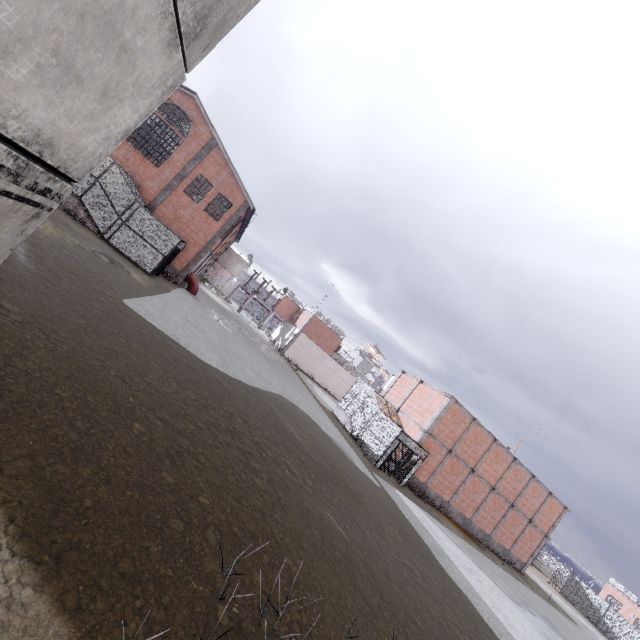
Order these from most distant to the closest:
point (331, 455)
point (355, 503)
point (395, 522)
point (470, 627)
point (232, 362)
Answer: point (232, 362), point (331, 455), point (395, 522), point (355, 503), point (470, 627)

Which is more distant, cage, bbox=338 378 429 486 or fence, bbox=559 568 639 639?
fence, bbox=559 568 639 639

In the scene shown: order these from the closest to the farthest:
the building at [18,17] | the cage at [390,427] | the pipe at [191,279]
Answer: the building at [18,17] < the cage at [390,427] < the pipe at [191,279]

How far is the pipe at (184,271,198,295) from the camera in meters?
→ 27.6

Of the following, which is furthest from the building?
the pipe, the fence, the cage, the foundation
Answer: the pipe

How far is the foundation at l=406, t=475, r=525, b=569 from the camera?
24.1m

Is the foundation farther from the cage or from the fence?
the fence

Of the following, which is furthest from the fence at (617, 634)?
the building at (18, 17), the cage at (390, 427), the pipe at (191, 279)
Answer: the pipe at (191, 279)
